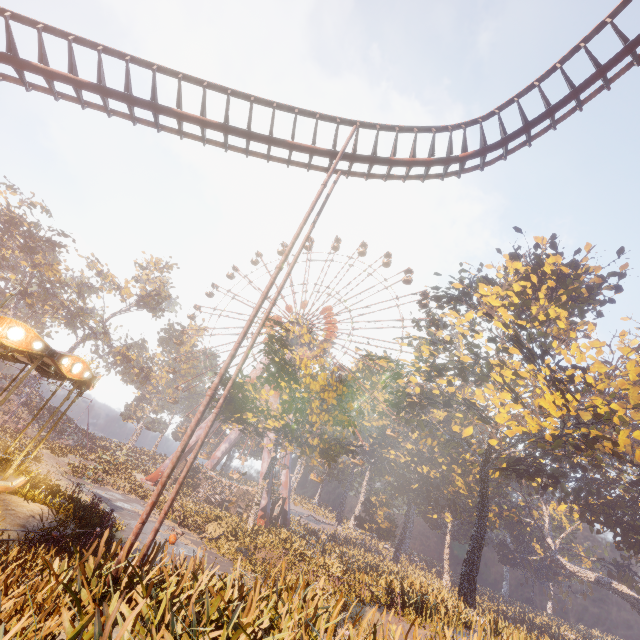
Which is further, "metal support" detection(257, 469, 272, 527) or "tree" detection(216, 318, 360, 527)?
"metal support" detection(257, 469, 272, 527)

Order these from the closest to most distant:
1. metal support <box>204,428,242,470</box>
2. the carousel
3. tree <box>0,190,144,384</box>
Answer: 1. the carousel
2. tree <box>0,190,144,384</box>
3. metal support <box>204,428,242,470</box>

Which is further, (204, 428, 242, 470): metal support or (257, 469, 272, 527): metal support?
(204, 428, 242, 470): metal support

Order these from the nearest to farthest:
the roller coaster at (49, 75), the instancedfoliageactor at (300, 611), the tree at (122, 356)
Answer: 1. the instancedfoliageactor at (300, 611)
2. the roller coaster at (49, 75)
3. the tree at (122, 356)

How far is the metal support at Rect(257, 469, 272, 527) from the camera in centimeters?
3362cm

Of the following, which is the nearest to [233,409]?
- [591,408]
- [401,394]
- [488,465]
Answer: [401,394]

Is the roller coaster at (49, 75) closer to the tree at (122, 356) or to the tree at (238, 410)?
the tree at (238, 410)

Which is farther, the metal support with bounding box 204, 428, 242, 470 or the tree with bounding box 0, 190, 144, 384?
the metal support with bounding box 204, 428, 242, 470
